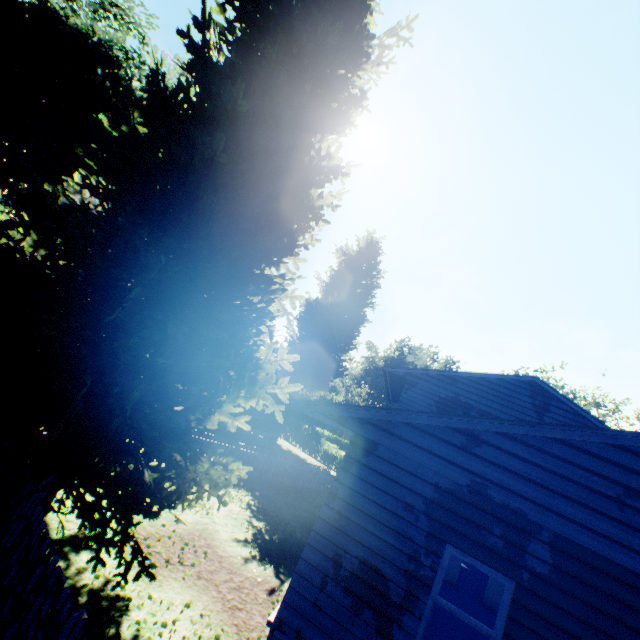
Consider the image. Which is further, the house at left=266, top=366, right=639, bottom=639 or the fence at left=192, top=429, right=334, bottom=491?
the fence at left=192, top=429, right=334, bottom=491

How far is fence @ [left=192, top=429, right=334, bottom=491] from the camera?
14.6 meters

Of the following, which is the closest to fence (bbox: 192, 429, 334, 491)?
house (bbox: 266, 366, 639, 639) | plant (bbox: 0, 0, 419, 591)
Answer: plant (bbox: 0, 0, 419, 591)

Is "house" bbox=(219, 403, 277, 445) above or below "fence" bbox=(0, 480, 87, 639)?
above

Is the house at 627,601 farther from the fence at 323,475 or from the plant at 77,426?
the fence at 323,475

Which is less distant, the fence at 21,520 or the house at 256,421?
the fence at 21,520

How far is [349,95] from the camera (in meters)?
8.61

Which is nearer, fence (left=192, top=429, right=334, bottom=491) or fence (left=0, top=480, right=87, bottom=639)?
fence (left=0, top=480, right=87, bottom=639)
